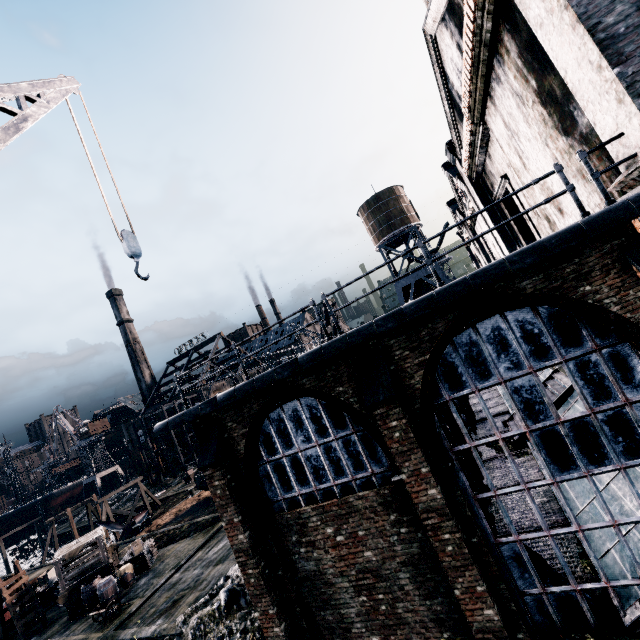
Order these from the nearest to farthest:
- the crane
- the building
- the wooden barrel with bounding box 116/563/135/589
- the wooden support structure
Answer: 1. the crane
2. the building
3. the wooden barrel with bounding box 116/563/135/589
4. the wooden support structure

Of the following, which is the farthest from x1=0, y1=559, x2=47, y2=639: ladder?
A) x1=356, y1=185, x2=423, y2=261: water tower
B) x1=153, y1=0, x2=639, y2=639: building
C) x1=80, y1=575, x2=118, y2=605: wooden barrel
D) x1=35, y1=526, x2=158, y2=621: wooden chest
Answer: x1=356, y1=185, x2=423, y2=261: water tower

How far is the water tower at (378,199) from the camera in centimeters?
4162cm

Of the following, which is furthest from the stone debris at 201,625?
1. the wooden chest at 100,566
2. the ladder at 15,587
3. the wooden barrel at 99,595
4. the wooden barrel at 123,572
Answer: the ladder at 15,587

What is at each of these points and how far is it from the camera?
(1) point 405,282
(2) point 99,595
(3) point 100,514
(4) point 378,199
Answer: (1) water tower, 41.8 meters
(2) wooden barrel, 18.5 meters
(3) wooden support structure, 44.5 meters
(4) water tower, 42.2 meters

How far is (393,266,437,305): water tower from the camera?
40.75m

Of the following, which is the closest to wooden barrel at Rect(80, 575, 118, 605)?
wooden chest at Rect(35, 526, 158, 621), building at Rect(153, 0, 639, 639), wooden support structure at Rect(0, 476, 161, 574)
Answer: wooden chest at Rect(35, 526, 158, 621)

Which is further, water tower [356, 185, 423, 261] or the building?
water tower [356, 185, 423, 261]
